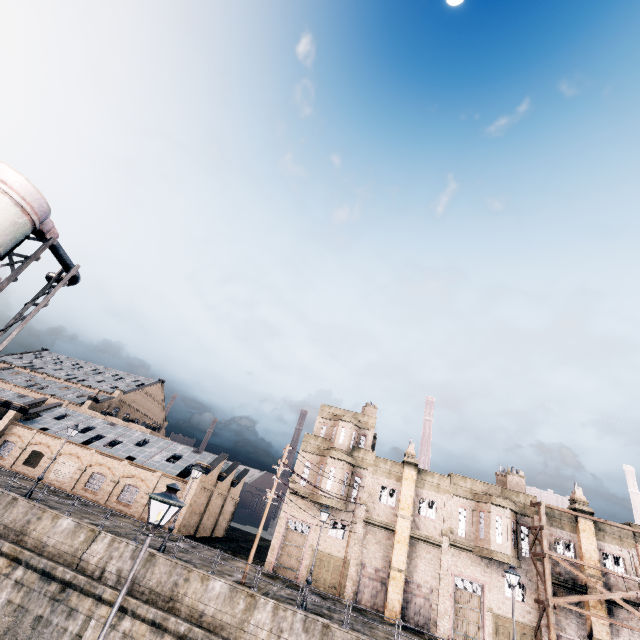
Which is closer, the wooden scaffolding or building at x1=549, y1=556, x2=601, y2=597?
the wooden scaffolding

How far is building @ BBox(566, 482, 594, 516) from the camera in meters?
28.9 m

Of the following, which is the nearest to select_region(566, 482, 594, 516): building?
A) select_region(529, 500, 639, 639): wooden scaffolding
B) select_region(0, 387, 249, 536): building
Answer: select_region(529, 500, 639, 639): wooden scaffolding

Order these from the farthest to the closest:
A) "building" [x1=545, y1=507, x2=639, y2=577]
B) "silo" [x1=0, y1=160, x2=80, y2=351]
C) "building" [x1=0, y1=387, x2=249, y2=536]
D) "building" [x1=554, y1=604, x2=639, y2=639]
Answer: "building" [x1=0, y1=387, x2=249, y2=536]
"building" [x1=545, y1=507, x2=639, y2=577]
"building" [x1=554, y1=604, x2=639, y2=639]
"silo" [x1=0, y1=160, x2=80, y2=351]

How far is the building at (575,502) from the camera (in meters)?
28.89

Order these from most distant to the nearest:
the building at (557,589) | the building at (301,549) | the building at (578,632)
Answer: the building at (301,549) → the building at (557,589) → the building at (578,632)

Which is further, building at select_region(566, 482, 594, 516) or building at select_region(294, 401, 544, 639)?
building at select_region(566, 482, 594, 516)

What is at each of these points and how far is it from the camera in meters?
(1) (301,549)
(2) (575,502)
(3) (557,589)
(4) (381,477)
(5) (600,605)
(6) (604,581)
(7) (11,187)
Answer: (1) building, 29.5 m
(2) building, 29.5 m
(3) building, 26.7 m
(4) building, 32.2 m
(5) building, 25.5 m
(6) building, 26.2 m
(7) silo, 11.8 m
